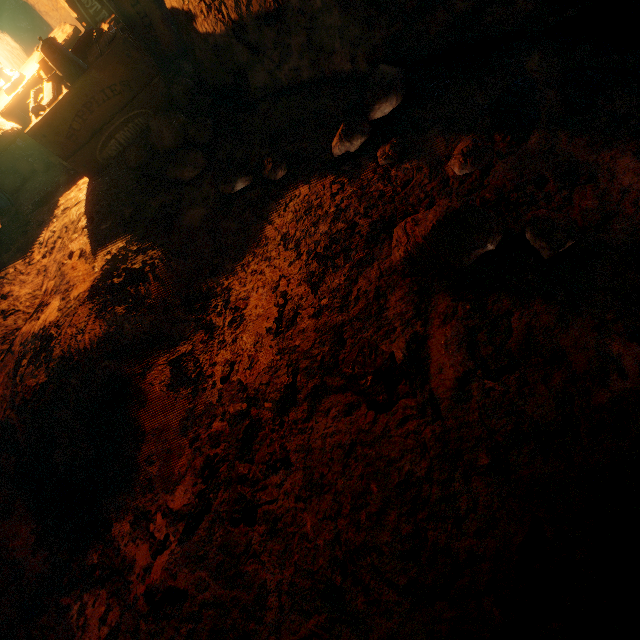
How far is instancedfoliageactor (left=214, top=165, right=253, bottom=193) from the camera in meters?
A: 2.0 m

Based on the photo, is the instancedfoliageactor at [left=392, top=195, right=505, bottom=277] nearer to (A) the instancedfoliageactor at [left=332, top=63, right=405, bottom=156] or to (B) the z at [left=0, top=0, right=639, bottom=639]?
(B) the z at [left=0, top=0, right=639, bottom=639]

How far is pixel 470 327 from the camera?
1.2m

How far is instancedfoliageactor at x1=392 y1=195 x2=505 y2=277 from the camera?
1.21m

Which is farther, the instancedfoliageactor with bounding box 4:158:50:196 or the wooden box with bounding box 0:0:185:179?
the instancedfoliageactor with bounding box 4:158:50:196

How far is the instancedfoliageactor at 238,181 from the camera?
2.04m

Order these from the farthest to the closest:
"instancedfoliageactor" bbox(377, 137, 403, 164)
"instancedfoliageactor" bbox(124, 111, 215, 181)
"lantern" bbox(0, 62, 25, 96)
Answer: "lantern" bbox(0, 62, 25, 96)
"instancedfoliageactor" bbox(124, 111, 215, 181)
"instancedfoliageactor" bbox(377, 137, 403, 164)

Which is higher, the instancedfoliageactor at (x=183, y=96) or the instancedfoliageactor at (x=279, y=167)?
the instancedfoliageactor at (x=183, y=96)
